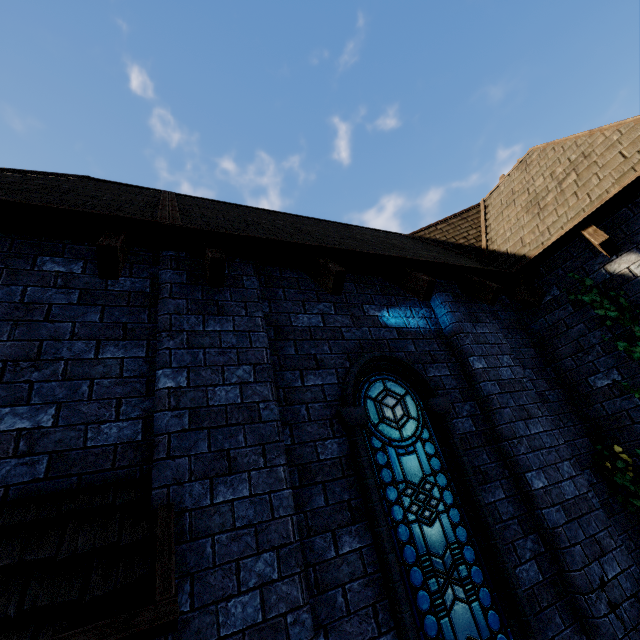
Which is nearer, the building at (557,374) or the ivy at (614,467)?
the building at (557,374)

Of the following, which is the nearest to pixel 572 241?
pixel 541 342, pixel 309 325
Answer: pixel 541 342

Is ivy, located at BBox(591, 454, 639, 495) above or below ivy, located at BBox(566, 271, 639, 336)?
below

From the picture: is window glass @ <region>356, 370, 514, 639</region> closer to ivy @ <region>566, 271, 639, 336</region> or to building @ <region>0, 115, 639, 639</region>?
building @ <region>0, 115, 639, 639</region>

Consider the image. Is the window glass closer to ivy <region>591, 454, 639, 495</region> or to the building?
the building

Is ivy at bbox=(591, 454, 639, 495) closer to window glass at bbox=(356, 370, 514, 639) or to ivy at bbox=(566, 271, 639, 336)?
ivy at bbox=(566, 271, 639, 336)

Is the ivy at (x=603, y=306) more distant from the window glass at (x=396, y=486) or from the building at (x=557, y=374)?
the window glass at (x=396, y=486)
